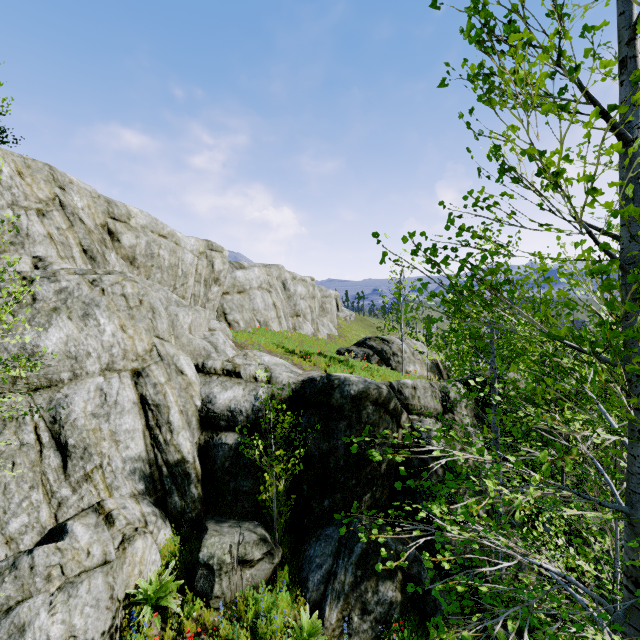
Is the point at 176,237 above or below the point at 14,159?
below

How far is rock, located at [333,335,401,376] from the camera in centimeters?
1894cm

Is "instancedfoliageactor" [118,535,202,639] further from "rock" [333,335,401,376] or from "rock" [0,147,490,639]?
"rock" [333,335,401,376]

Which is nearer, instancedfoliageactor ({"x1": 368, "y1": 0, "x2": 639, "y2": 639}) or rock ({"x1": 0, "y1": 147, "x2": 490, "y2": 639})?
instancedfoliageactor ({"x1": 368, "y1": 0, "x2": 639, "y2": 639})

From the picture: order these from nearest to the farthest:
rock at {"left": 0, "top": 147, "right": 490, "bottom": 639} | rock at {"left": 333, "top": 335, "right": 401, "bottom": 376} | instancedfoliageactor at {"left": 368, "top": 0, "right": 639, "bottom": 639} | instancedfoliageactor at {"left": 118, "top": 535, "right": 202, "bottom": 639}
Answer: instancedfoliageactor at {"left": 368, "top": 0, "right": 639, "bottom": 639} < instancedfoliageactor at {"left": 118, "top": 535, "right": 202, "bottom": 639} < rock at {"left": 0, "top": 147, "right": 490, "bottom": 639} < rock at {"left": 333, "top": 335, "right": 401, "bottom": 376}

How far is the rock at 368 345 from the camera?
18.94m

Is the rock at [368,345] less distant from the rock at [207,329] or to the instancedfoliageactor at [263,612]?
the rock at [207,329]
